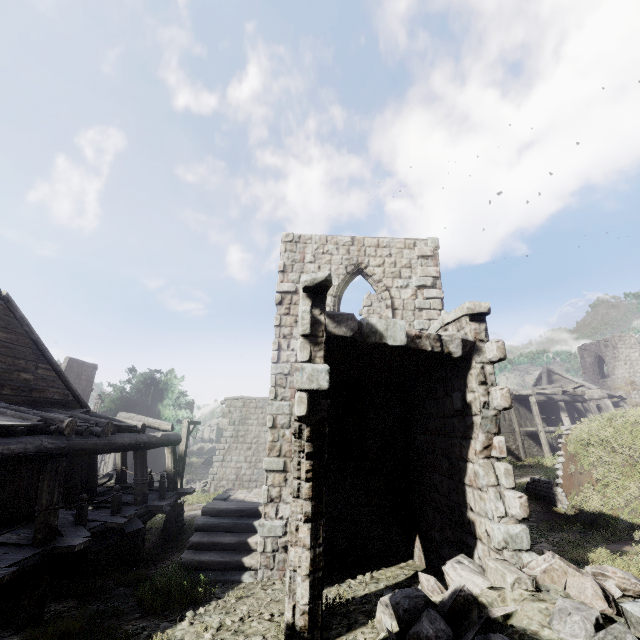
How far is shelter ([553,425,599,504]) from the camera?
11.28m

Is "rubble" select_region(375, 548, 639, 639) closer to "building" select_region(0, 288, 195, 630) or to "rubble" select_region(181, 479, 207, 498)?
"building" select_region(0, 288, 195, 630)

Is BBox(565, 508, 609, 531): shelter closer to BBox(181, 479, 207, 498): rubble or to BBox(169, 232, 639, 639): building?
BBox(169, 232, 639, 639): building

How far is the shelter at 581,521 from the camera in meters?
9.4 m

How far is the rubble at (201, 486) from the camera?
20.61m

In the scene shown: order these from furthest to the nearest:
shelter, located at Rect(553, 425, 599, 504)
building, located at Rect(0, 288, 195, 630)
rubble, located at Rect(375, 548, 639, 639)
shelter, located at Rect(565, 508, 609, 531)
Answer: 1. shelter, located at Rect(553, 425, 599, 504)
2. shelter, located at Rect(565, 508, 609, 531)
3. building, located at Rect(0, 288, 195, 630)
4. rubble, located at Rect(375, 548, 639, 639)

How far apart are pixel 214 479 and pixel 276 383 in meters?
16.3

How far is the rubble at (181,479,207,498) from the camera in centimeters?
2061cm
